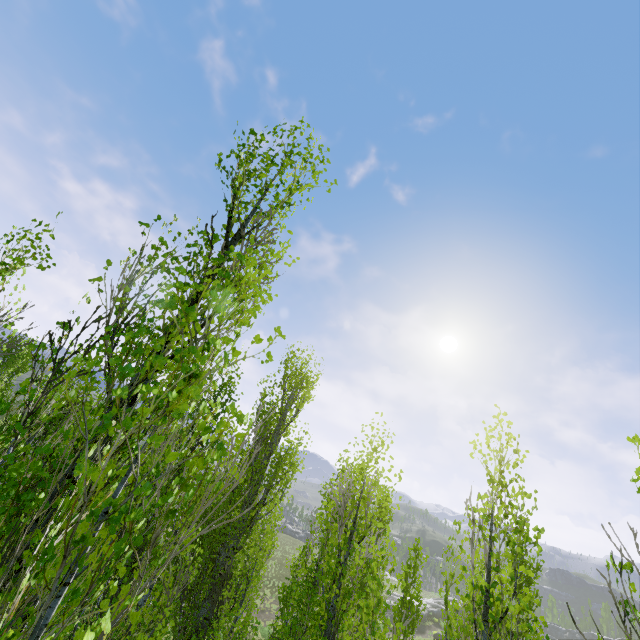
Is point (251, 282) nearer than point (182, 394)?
No

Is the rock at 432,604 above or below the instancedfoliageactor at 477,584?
below

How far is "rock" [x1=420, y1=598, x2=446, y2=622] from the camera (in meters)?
44.81

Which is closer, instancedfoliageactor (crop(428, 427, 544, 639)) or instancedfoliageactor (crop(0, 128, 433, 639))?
instancedfoliageactor (crop(0, 128, 433, 639))

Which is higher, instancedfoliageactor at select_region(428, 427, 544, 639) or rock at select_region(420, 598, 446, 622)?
instancedfoliageactor at select_region(428, 427, 544, 639)

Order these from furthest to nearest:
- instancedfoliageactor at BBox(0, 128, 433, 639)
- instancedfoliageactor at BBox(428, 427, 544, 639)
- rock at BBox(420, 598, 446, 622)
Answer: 1. rock at BBox(420, 598, 446, 622)
2. instancedfoliageactor at BBox(428, 427, 544, 639)
3. instancedfoliageactor at BBox(0, 128, 433, 639)

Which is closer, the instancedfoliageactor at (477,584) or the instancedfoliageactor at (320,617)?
the instancedfoliageactor at (320,617)
